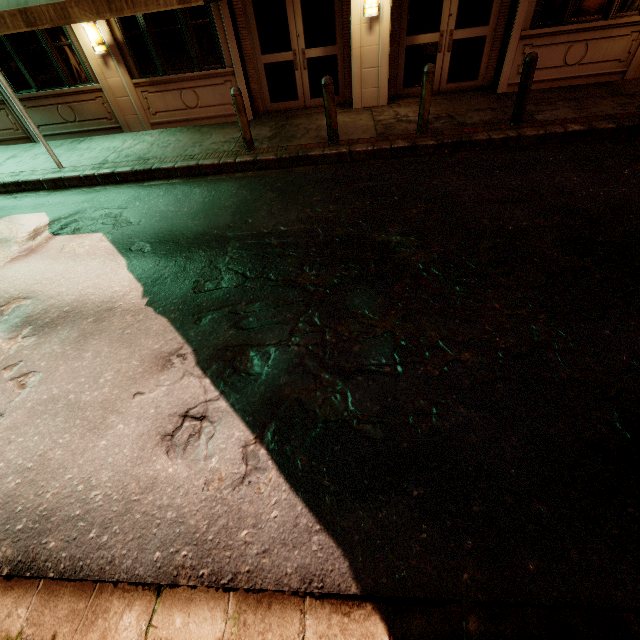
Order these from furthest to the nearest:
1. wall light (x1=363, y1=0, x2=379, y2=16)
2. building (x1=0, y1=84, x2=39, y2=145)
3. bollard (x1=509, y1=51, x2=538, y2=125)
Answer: building (x1=0, y1=84, x2=39, y2=145)
wall light (x1=363, y1=0, x2=379, y2=16)
bollard (x1=509, y1=51, x2=538, y2=125)

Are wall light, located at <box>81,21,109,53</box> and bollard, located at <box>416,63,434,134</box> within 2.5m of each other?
no

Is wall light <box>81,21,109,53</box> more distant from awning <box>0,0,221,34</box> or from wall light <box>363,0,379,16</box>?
wall light <box>363,0,379,16</box>

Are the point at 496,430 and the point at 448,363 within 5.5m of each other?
yes

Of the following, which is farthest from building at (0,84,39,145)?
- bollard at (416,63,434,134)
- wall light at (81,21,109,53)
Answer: bollard at (416,63,434,134)

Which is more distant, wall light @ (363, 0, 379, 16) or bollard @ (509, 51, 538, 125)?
wall light @ (363, 0, 379, 16)

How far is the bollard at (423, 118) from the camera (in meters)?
6.36

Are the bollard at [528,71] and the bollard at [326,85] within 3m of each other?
no
